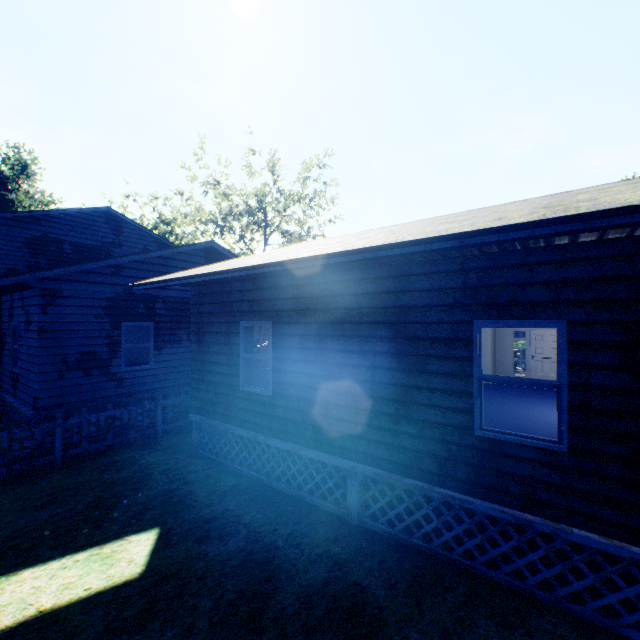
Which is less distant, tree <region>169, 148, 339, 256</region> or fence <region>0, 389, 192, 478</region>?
fence <region>0, 389, 192, 478</region>

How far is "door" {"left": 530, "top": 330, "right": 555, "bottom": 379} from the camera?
13.05m

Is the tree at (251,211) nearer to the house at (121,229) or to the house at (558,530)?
the house at (121,229)

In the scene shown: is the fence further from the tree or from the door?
the door

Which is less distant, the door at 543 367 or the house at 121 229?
the house at 121 229

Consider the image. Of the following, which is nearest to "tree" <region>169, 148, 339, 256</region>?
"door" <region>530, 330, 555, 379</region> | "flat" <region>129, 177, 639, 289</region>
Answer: "flat" <region>129, 177, 639, 289</region>

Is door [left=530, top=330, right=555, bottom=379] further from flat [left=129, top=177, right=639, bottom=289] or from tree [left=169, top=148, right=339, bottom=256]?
tree [left=169, top=148, right=339, bottom=256]

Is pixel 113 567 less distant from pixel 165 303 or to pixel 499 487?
pixel 499 487
